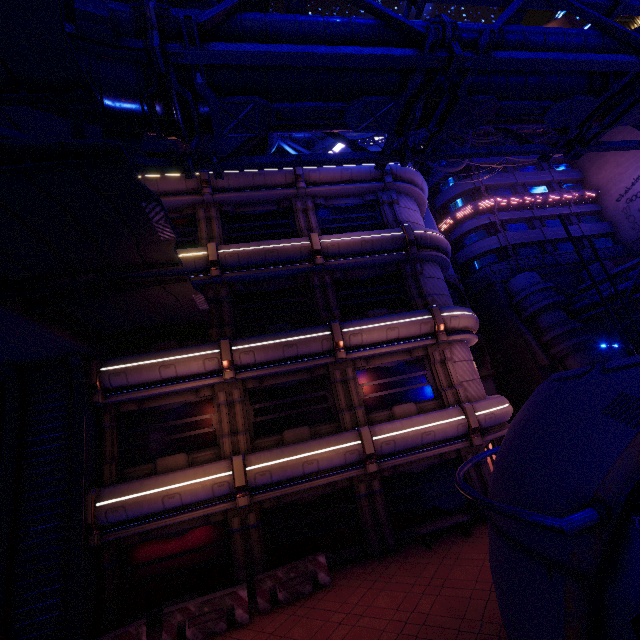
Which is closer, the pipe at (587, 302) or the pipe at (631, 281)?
the pipe at (631, 281)

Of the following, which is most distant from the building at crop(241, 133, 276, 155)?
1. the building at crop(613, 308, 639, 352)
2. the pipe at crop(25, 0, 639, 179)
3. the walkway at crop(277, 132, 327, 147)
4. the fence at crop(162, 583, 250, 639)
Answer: the building at crop(613, 308, 639, 352)

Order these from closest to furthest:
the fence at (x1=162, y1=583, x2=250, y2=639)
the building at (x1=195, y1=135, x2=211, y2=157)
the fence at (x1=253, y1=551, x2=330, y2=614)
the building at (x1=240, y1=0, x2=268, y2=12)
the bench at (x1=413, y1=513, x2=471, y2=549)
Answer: the fence at (x1=162, y1=583, x2=250, y2=639) < the fence at (x1=253, y1=551, x2=330, y2=614) < the bench at (x1=413, y1=513, x2=471, y2=549) < the building at (x1=195, y1=135, x2=211, y2=157) < the building at (x1=240, y1=0, x2=268, y2=12)

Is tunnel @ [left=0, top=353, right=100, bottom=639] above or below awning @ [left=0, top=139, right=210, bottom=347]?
below

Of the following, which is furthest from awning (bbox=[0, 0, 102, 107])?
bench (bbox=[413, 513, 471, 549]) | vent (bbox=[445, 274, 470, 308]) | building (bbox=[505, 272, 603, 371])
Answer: building (bbox=[505, 272, 603, 371])

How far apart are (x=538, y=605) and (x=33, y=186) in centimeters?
964cm

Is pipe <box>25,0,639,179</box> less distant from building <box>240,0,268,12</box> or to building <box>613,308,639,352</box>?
building <box>240,0,268,12</box>

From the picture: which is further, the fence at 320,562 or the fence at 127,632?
the fence at 320,562
